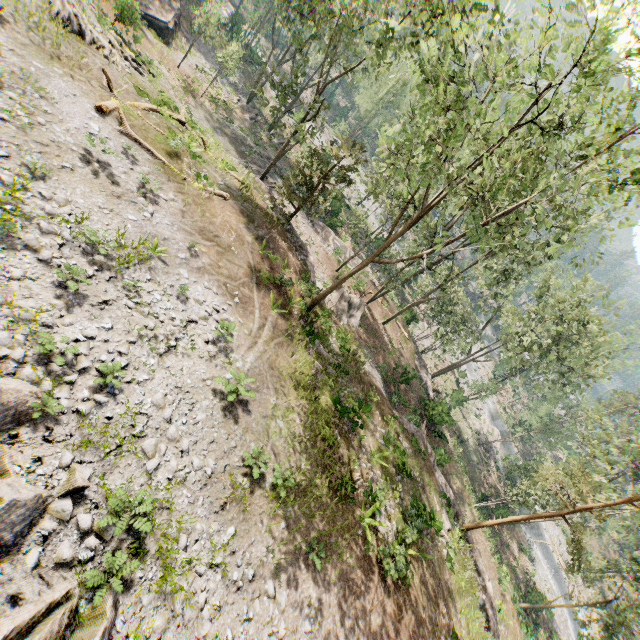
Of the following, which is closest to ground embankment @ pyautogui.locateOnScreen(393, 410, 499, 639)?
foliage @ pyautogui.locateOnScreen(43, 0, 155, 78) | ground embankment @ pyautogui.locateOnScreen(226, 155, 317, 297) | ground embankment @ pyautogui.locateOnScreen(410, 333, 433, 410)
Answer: foliage @ pyautogui.locateOnScreen(43, 0, 155, 78)

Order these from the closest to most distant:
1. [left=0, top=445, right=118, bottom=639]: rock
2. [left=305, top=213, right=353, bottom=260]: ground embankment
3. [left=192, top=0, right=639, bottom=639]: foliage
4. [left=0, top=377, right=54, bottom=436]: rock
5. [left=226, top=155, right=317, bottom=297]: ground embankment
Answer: [left=0, top=445, right=118, bottom=639]: rock
[left=0, top=377, right=54, bottom=436]: rock
[left=192, top=0, right=639, bottom=639]: foliage
[left=226, top=155, right=317, bottom=297]: ground embankment
[left=305, top=213, right=353, bottom=260]: ground embankment

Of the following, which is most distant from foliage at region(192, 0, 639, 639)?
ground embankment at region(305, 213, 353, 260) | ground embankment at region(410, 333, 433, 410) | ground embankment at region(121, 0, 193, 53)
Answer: ground embankment at region(121, 0, 193, 53)

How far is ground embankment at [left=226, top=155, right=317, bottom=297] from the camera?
23.4 meters

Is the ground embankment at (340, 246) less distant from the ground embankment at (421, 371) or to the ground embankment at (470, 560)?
the ground embankment at (421, 371)

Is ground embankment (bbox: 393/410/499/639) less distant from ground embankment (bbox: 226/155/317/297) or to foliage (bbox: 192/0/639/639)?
foliage (bbox: 192/0/639/639)

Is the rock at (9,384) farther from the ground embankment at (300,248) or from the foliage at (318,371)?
the ground embankment at (300,248)

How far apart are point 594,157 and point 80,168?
20.3m
